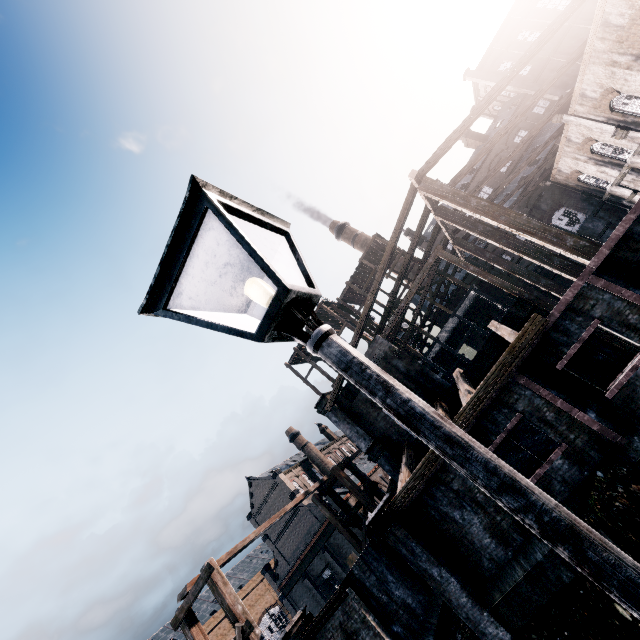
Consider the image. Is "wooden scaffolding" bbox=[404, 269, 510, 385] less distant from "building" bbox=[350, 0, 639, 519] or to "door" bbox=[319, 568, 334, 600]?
"building" bbox=[350, 0, 639, 519]

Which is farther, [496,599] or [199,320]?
[496,599]

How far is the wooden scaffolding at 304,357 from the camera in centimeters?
3506cm

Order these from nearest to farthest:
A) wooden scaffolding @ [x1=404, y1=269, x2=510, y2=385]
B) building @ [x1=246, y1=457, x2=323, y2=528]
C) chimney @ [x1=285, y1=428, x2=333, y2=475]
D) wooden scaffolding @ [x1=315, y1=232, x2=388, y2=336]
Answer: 1. wooden scaffolding @ [x1=404, y1=269, x2=510, y2=385]
2. wooden scaffolding @ [x1=315, y1=232, x2=388, y2=336]
3. building @ [x1=246, y1=457, x2=323, y2=528]
4. chimney @ [x1=285, y1=428, x2=333, y2=475]

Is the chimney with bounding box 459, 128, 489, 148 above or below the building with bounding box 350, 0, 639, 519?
above

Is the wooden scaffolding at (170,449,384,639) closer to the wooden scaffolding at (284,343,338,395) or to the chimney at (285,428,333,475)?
the wooden scaffolding at (284,343,338,395)

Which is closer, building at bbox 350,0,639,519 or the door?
building at bbox 350,0,639,519

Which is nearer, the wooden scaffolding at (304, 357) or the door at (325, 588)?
the wooden scaffolding at (304, 357)
